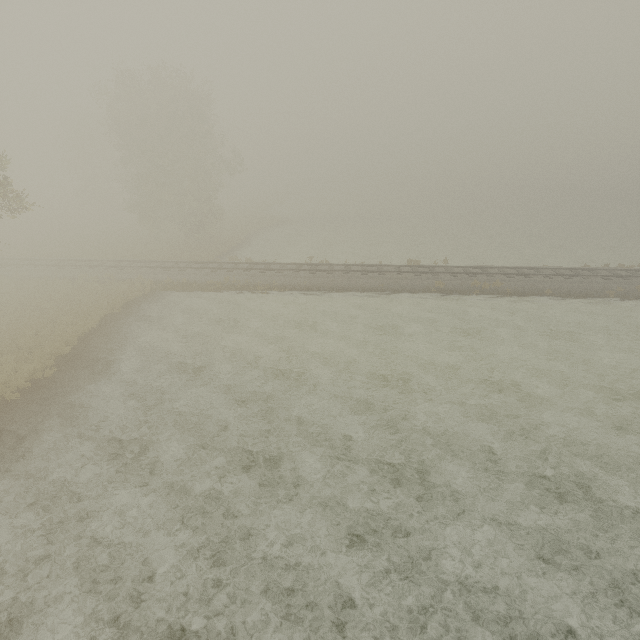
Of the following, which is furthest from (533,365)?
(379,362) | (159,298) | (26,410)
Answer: (159,298)
